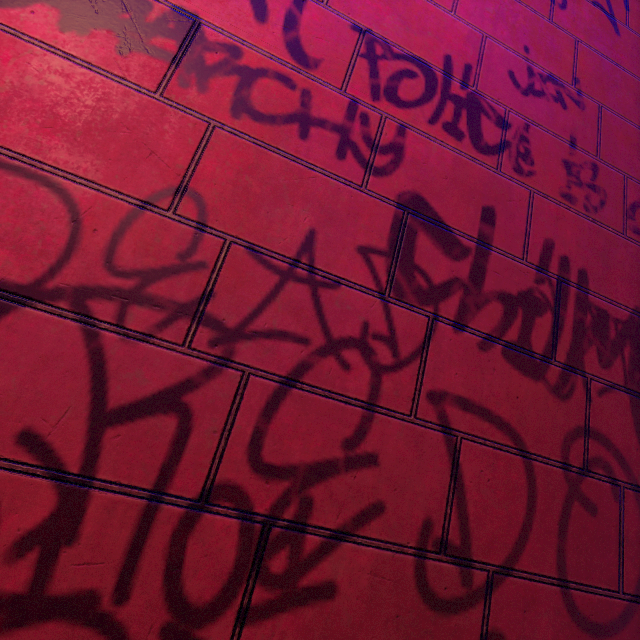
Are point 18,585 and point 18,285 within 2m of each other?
yes
